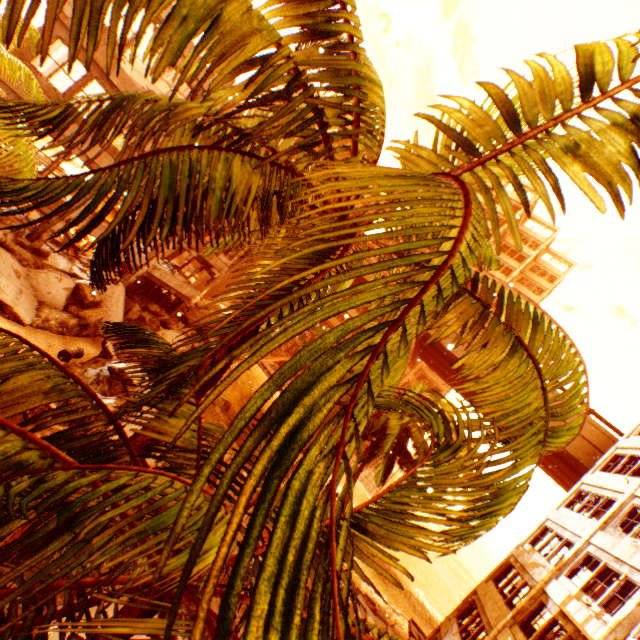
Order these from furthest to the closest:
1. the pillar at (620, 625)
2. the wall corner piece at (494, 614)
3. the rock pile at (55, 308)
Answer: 1. the wall corner piece at (494, 614)
2. the rock pile at (55, 308)
3. the pillar at (620, 625)

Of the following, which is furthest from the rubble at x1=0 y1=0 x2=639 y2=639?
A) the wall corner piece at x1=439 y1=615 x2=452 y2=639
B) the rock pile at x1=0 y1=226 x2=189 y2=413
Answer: the wall corner piece at x1=439 y1=615 x2=452 y2=639

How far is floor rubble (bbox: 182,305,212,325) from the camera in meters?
26.1

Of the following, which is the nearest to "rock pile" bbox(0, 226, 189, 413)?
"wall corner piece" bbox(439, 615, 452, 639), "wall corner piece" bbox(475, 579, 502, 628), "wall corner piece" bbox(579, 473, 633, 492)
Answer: "wall corner piece" bbox(579, 473, 633, 492)

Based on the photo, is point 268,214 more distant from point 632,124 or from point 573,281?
point 573,281

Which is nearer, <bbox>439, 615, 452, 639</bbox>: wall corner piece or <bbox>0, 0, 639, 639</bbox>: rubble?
<bbox>0, 0, 639, 639</bbox>: rubble

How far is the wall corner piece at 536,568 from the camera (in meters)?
15.41

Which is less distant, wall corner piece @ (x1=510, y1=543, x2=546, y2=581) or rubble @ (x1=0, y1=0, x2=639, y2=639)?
rubble @ (x1=0, y1=0, x2=639, y2=639)
